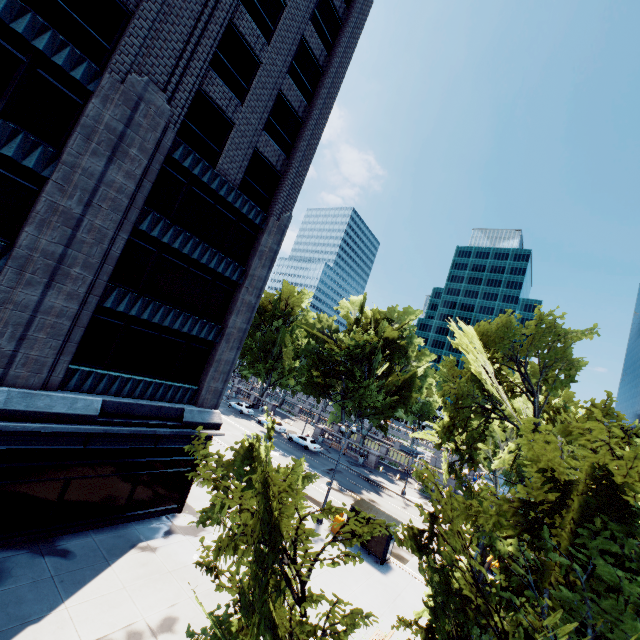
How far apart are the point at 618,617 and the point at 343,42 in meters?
29.9

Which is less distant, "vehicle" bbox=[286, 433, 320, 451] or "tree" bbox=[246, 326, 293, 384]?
"vehicle" bbox=[286, 433, 320, 451]

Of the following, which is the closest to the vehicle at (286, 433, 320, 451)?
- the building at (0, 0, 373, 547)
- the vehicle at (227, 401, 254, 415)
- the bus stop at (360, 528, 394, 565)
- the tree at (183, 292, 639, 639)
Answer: the vehicle at (227, 401, 254, 415)

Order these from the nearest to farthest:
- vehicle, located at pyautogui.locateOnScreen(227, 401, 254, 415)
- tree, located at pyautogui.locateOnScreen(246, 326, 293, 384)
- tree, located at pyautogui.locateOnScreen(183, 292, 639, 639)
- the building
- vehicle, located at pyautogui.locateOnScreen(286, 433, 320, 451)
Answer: tree, located at pyautogui.locateOnScreen(183, 292, 639, 639) → the building → vehicle, located at pyautogui.locateOnScreen(286, 433, 320, 451) → vehicle, located at pyautogui.locateOnScreen(227, 401, 254, 415) → tree, located at pyautogui.locateOnScreen(246, 326, 293, 384)

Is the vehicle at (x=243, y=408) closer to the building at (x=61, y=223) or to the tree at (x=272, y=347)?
the tree at (x=272, y=347)

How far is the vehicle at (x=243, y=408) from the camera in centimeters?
5109cm

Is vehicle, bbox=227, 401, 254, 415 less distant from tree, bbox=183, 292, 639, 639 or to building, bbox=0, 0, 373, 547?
tree, bbox=183, 292, 639, 639
